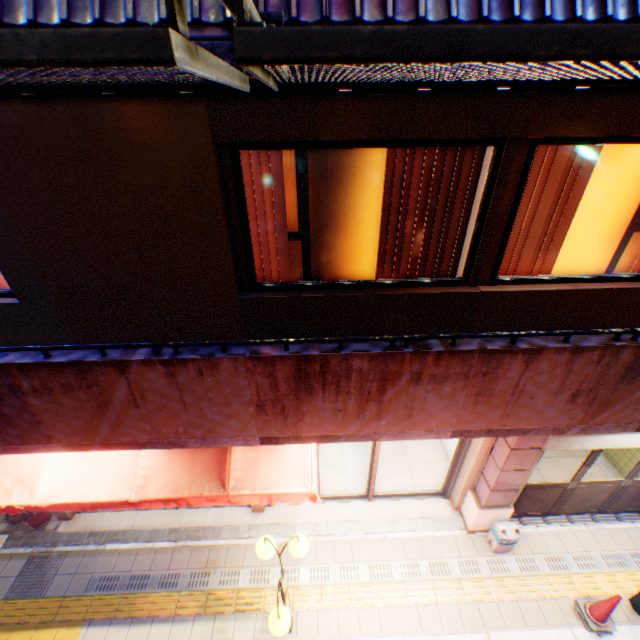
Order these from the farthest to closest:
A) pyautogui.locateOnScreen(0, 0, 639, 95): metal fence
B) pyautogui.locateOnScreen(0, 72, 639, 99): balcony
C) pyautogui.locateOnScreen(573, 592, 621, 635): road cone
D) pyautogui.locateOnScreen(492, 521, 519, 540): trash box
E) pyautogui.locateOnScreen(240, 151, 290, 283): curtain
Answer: pyautogui.locateOnScreen(492, 521, 519, 540): trash box < pyautogui.locateOnScreen(573, 592, 621, 635): road cone < pyautogui.locateOnScreen(240, 151, 290, 283): curtain < pyautogui.locateOnScreen(0, 72, 639, 99): balcony < pyautogui.locateOnScreen(0, 0, 639, 95): metal fence

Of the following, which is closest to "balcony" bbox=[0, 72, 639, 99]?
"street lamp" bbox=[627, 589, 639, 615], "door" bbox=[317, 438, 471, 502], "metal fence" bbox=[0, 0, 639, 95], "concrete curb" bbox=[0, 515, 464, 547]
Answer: "metal fence" bbox=[0, 0, 639, 95]

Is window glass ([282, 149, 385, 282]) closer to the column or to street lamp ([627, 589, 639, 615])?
the column

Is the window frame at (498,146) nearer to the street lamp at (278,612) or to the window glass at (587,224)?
the window glass at (587,224)

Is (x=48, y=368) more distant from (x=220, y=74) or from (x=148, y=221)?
(x=220, y=74)

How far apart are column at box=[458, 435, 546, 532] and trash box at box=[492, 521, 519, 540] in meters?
0.1 m

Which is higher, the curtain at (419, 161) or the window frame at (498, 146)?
the window frame at (498, 146)

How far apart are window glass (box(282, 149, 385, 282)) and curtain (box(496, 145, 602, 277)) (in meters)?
0.94
